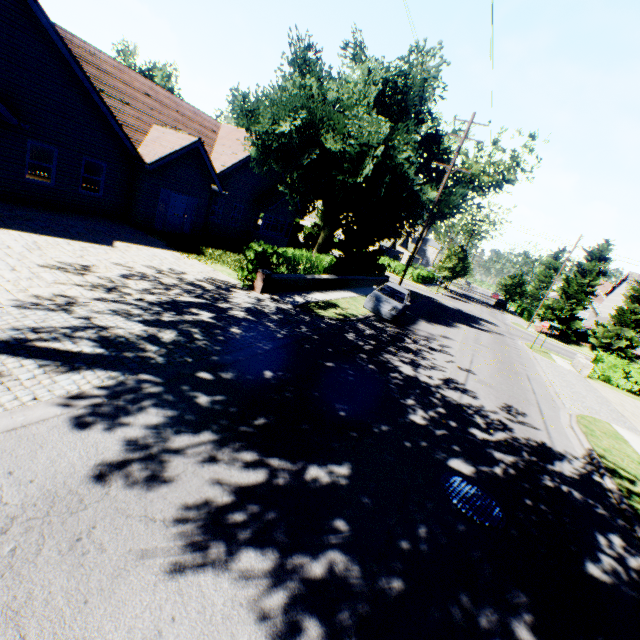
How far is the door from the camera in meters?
18.1

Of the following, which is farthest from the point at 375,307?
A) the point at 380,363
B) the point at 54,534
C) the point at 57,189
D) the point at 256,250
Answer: the point at 57,189

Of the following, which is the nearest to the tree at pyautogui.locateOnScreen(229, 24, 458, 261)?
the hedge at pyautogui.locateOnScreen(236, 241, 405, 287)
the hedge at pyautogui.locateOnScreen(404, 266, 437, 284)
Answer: the hedge at pyautogui.locateOnScreen(236, 241, 405, 287)

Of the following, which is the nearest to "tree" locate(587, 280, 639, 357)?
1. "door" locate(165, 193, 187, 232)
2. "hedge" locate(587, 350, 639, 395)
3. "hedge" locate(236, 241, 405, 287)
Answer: "hedge" locate(236, 241, 405, 287)

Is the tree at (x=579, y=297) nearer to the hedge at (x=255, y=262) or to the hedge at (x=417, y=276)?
the hedge at (x=255, y=262)

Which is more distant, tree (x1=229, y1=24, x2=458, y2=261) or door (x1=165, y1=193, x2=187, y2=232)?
door (x1=165, y1=193, x2=187, y2=232)

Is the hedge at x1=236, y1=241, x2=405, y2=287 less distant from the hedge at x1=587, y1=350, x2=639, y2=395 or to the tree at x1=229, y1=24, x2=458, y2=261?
the tree at x1=229, y1=24, x2=458, y2=261

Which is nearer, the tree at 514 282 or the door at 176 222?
the door at 176 222
